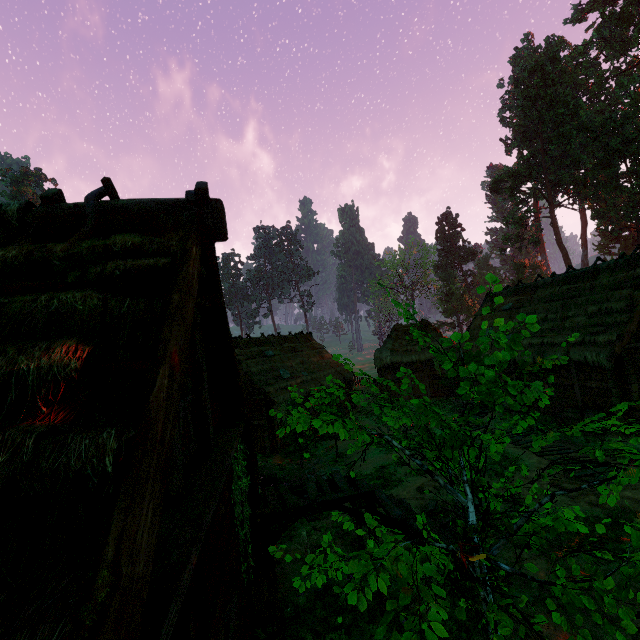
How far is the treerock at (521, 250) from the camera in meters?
43.5

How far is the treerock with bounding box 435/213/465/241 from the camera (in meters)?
58.65

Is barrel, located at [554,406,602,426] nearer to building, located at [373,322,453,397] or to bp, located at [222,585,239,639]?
building, located at [373,322,453,397]

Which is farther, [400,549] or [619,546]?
[619,546]

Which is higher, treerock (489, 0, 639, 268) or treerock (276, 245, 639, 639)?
treerock (489, 0, 639, 268)

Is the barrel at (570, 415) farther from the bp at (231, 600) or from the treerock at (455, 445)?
the bp at (231, 600)

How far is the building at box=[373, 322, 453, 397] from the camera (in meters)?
26.50

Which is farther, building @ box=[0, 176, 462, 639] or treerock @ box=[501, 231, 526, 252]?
treerock @ box=[501, 231, 526, 252]
